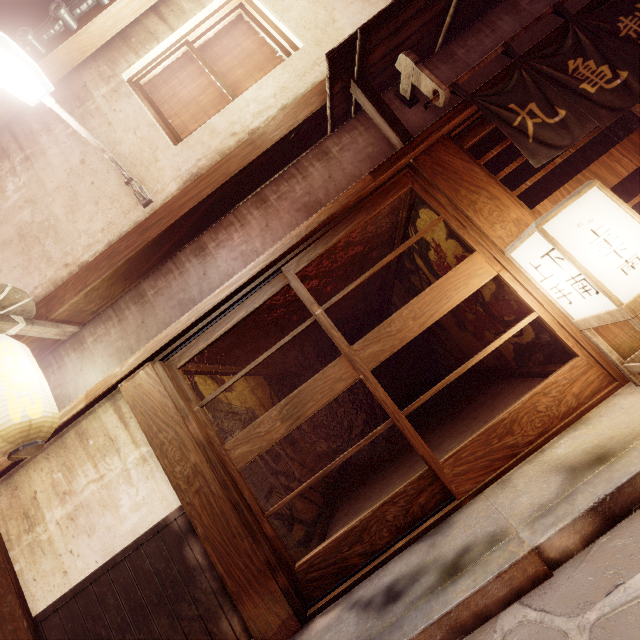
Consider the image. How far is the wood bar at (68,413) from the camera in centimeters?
601cm

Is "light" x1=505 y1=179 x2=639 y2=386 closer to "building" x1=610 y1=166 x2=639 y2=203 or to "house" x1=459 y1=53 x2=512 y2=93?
"building" x1=610 y1=166 x2=639 y2=203

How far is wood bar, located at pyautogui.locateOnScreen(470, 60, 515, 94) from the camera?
5.97m

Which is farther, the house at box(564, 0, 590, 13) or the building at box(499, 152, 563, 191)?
the building at box(499, 152, 563, 191)

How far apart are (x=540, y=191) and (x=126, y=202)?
14.9m

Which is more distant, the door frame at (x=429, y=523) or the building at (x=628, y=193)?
the building at (x=628, y=193)

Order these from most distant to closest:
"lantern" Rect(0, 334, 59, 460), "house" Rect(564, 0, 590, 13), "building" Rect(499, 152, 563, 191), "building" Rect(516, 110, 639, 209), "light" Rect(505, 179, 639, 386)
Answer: "building" Rect(516, 110, 639, 209) < "building" Rect(499, 152, 563, 191) < "house" Rect(564, 0, 590, 13) < "lantern" Rect(0, 334, 59, 460) < "light" Rect(505, 179, 639, 386)

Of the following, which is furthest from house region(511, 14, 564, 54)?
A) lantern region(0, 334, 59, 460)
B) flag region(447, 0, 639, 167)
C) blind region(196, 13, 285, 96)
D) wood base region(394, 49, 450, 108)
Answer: blind region(196, 13, 285, 96)
